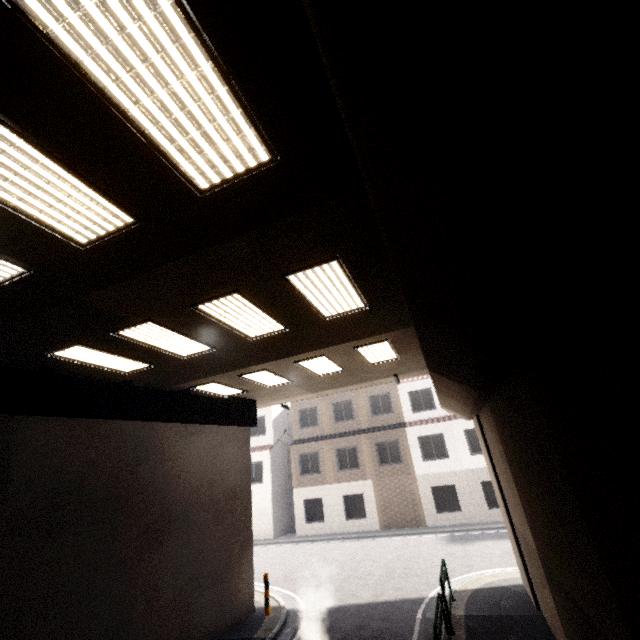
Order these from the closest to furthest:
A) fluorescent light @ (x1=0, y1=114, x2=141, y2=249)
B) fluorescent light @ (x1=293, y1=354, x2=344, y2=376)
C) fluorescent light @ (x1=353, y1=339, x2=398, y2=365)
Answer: fluorescent light @ (x1=0, y1=114, x2=141, y2=249), fluorescent light @ (x1=353, y1=339, x2=398, y2=365), fluorescent light @ (x1=293, y1=354, x2=344, y2=376)

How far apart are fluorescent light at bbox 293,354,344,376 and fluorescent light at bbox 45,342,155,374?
3.7m

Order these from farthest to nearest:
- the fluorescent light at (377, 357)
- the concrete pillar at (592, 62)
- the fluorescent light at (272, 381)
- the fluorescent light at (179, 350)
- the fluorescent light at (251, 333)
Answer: the fluorescent light at (272, 381) → the fluorescent light at (377, 357) → the fluorescent light at (179, 350) → the fluorescent light at (251, 333) → the concrete pillar at (592, 62)

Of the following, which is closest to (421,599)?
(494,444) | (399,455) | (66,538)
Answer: (494,444)

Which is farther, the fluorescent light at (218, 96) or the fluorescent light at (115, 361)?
the fluorescent light at (115, 361)

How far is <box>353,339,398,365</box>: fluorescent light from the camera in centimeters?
890cm

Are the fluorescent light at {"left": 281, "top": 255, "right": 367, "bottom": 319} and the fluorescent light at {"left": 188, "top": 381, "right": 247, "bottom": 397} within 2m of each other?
no

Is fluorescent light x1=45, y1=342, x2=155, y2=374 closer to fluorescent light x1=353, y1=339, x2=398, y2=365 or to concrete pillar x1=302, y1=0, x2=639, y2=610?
fluorescent light x1=353, y1=339, x2=398, y2=365
